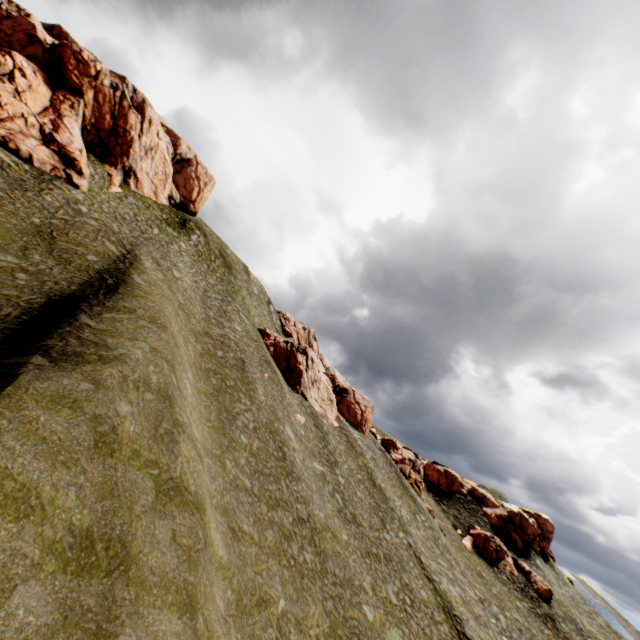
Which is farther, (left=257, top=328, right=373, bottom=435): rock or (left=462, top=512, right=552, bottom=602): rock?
(left=462, top=512, right=552, bottom=602): rock

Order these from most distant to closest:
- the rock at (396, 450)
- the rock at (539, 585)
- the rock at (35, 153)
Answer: the rock at (396, 450)
the rock at (539, 585)
the rock at (35, 153)

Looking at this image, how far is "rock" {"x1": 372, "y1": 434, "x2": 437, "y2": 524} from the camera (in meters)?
50.16

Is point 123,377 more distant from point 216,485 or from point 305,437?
point 305,437

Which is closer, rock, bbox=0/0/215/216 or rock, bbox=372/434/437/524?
rock, bbox=0/0/215/216

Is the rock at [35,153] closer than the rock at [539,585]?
Yes

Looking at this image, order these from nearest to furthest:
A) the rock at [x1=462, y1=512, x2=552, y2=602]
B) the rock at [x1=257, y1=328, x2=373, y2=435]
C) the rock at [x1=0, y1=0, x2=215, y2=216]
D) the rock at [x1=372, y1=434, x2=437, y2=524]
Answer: the rock at [x1=0, y1=0, x2=215, y2=216] < the rock at [x1=257, y1=328, x2=373, y2=435] < the rock at [x1=462, y1=512, x2=552, y2=602] < the rock at [x1=372, y1=434, x2=437, y2=524]
